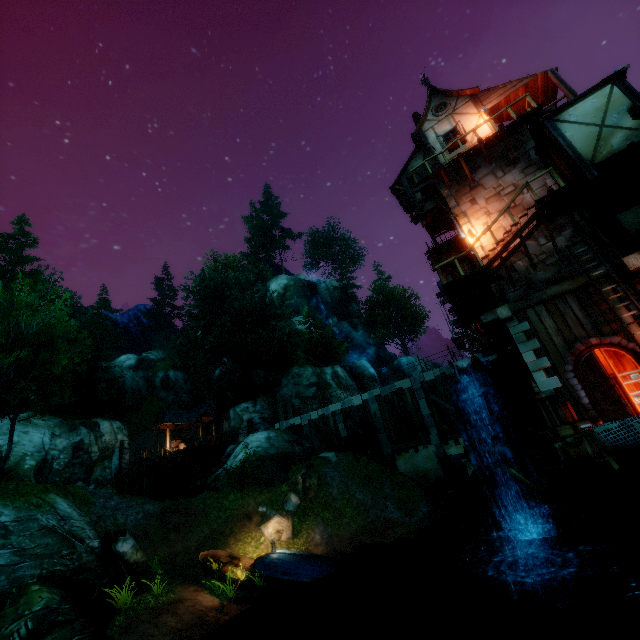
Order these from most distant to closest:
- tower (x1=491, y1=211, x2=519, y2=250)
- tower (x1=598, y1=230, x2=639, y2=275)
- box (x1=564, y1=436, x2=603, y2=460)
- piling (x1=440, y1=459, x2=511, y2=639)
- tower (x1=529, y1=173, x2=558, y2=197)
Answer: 1. tower (x1=491, y1=211, x2=519, y2=250)
2. tower (x1=529, y1=173, x2=558, y2=197)
3. piling (x1=440, y1=459, x2=511, y2=639)
4. tower (x1=598, y1=230, x2=639, y2=275)
5. box (x1=564, y1=436, x2=603, y2=460)

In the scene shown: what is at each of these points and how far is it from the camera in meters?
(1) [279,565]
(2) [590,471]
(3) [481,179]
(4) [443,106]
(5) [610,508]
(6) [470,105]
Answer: (1) boat, 13.6 m
(2) wooden platform, 8.1 m
(3) tower, 14.9 m
(4) window, 17.8 m
(5) stone arch, 8.5 m
(6) building, 16.9 m

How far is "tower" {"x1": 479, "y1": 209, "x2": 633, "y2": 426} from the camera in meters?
11.1

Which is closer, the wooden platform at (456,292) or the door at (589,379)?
the door at (589,379)

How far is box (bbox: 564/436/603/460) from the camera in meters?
9.4 m

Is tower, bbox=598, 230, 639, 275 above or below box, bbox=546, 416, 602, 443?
above

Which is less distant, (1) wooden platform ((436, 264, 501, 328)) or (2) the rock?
(1) wooden platform ((436, 264, 501, 328))

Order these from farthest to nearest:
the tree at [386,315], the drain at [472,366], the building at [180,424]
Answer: the tree at [386,315] → the building at [180,424] → the drain at [472,366]
